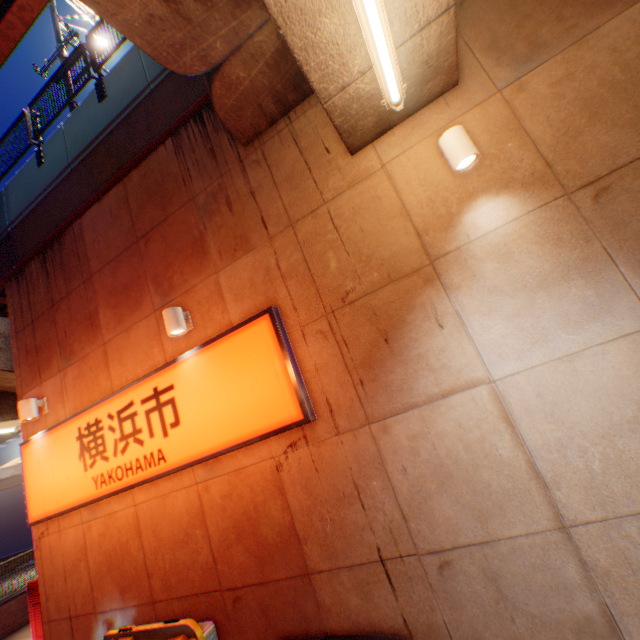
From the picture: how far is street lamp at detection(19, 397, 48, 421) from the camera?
6.5m

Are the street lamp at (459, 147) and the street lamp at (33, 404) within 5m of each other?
no

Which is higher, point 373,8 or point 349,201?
point 373,8

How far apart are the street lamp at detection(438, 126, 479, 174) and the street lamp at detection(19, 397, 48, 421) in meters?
8.7 m

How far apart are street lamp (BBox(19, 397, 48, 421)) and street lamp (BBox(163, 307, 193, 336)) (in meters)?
4.07

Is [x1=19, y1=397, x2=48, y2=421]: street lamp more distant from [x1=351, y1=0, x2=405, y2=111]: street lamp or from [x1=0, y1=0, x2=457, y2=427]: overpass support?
[x1=351, y1=0, x2=405, y2=111]: street lamp

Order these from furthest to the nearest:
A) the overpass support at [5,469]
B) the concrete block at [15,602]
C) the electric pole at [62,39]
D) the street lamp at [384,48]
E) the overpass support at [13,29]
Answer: the overpass support at [5,469] → the concrete block at [15,602] → the electric pole at [62,39] → the overpass support at [13,29] → the street lamp at [384,48]

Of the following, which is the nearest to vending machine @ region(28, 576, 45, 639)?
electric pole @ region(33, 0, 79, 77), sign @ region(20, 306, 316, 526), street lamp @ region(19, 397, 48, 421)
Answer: sign @ region(20, 306, 316, 526)
